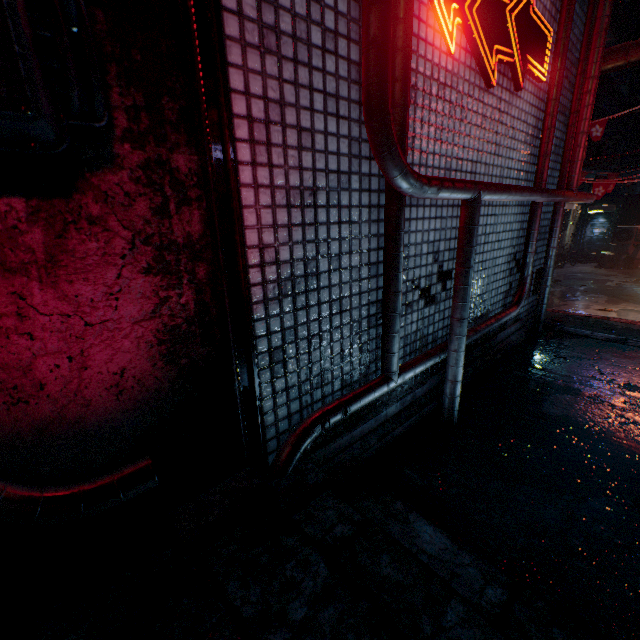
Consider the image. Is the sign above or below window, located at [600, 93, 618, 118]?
below

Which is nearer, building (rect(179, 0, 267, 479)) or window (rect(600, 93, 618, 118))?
building (rect(179, 0, 267, 479))

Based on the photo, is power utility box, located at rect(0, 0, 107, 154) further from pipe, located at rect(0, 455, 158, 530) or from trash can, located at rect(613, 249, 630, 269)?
trash can, located at rect(613, 249, 630, 269)

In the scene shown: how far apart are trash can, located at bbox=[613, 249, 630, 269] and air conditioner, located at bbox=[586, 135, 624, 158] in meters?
4.6 m

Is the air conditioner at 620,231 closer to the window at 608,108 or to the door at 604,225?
the door at 604,225

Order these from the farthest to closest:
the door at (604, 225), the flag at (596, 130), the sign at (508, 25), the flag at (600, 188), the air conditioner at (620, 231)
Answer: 1. the door at (604, 225)
2. the air conditioner at (620, 231)
3. the flag at (600, 188)
4. the flag at (596, 130)
5. the sign at (508, 25)

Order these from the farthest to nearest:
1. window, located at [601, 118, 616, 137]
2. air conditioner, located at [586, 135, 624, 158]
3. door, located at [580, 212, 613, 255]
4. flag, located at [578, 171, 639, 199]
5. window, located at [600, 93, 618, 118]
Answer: door, located at [580, 212, 613, 255], window, located at [601, 118, 616, 137], window, located at [600, 93, 618, 118], air conditioner, located at [586, 135, 624, 158], flag, located at [578, 171, 639, 199]

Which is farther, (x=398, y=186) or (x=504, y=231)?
(x=504, y=231)
